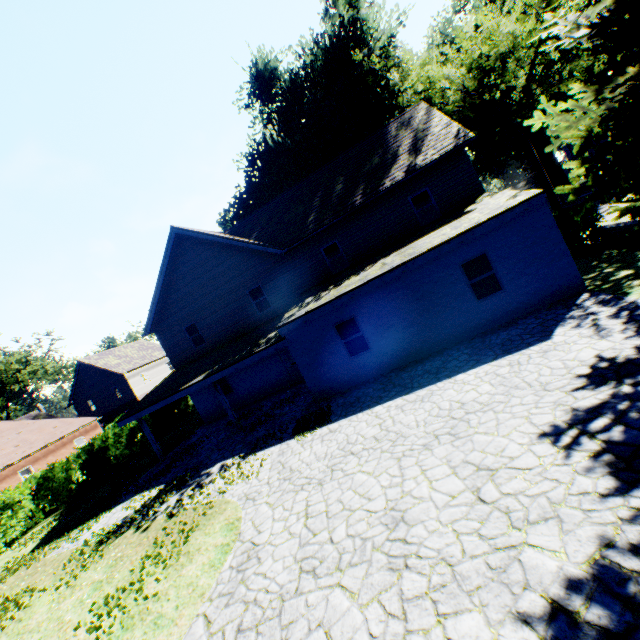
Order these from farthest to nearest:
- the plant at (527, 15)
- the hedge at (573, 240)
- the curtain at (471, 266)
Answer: the hedge at (573, 240), the curtain at (471, 266), the plant at (527, 15)

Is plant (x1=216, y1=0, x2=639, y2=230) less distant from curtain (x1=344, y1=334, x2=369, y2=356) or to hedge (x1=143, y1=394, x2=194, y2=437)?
hedge (x1=143, y1=394, x2=194, y2=437)

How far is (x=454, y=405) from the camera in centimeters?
747cm

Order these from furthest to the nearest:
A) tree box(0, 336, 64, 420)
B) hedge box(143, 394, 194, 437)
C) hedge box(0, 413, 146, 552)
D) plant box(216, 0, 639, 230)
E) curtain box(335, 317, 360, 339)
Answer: tree box(0, 336, 64, 420) < hedge box(143, 394, 194, 437) < hedge box(0, 413, 146, 552) < curtain box(335, 317, 360, 339) < plant box(216, 0, 639, 230)

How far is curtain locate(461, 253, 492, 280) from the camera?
11.09m

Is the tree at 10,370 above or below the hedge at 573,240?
above

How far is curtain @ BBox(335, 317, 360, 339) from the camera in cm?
1257

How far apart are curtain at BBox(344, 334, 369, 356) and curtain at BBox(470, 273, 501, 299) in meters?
4.1
